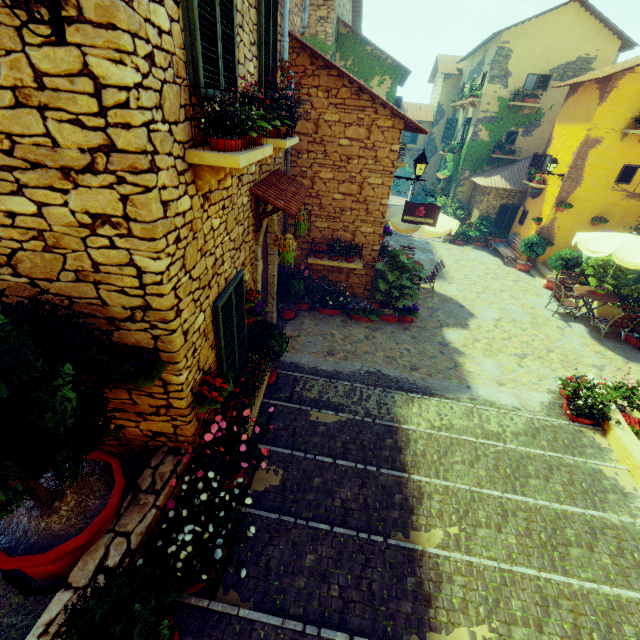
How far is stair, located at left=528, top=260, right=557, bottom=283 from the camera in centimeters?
1385cm

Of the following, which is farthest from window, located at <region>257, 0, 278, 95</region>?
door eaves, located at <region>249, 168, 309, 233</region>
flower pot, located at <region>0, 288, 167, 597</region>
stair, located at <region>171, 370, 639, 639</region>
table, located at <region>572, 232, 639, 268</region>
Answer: table, located at <region>572, 232, 639, 268</region>

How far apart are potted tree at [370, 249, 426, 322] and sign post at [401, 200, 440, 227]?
1.27m

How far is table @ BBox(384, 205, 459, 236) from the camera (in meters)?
9.68

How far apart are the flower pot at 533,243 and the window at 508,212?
3.0m

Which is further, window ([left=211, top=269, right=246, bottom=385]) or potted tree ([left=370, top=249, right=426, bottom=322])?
potted tree ([left=370, top=249, right=426, bottom=322])

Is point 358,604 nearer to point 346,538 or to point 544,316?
point 346,538

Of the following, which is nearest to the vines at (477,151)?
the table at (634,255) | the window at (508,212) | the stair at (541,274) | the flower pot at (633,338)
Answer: the window at (508,212)
